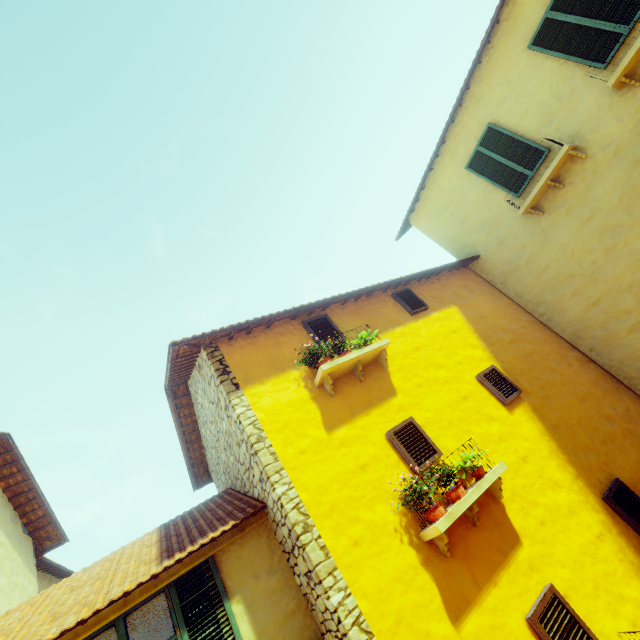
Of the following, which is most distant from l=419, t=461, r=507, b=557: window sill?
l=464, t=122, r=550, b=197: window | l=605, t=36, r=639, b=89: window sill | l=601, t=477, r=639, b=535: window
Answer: l=605, t=36, r=639, b=89: window sill

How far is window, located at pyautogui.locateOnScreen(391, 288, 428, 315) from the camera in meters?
7.2

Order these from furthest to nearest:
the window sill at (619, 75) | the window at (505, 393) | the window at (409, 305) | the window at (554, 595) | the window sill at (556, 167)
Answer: the window at (409, 305), the window sill at (556, 167), the window at (505, 393), the window sill at (619, 75), the window at (554, 595)

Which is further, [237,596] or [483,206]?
[483,206]

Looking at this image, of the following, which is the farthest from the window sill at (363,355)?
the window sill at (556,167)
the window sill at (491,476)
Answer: the window sill at (556,167)

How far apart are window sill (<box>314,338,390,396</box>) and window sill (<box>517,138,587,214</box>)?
4.7 meters

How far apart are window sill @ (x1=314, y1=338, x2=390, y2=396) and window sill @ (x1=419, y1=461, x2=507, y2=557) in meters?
2.0

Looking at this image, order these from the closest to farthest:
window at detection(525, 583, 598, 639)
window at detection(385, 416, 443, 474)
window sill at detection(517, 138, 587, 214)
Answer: window at detection(525, 583, 598, 639)
window at detection(385, 416, 443, 474)
window sill at detection(517, 138, 587, 214)
